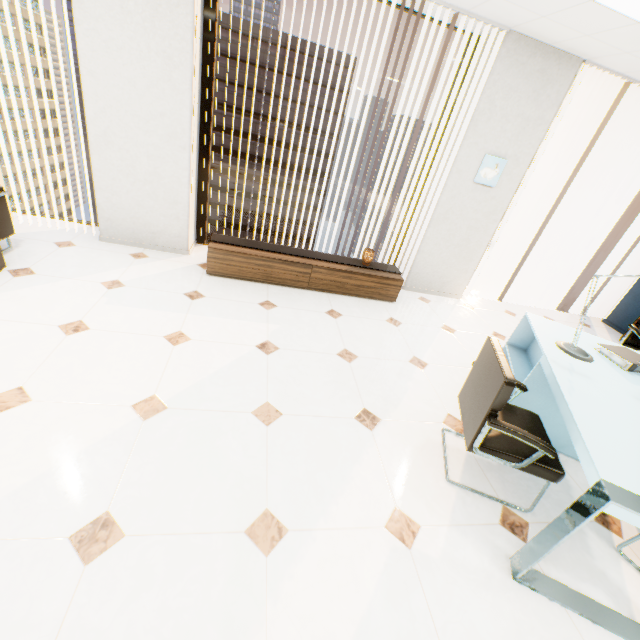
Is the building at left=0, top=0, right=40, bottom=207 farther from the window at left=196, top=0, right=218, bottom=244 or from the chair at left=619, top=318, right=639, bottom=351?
the chair at left=619, top=318, right=639, bottom=351

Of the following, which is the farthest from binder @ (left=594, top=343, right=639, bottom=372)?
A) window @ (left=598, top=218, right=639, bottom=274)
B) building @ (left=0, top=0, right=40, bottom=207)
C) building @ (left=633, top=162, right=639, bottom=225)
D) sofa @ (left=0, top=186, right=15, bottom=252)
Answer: building @ (left=633, top=162, right=639, bottom=225)

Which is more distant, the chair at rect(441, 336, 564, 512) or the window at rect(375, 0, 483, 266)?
the window at rect(375, 0, 483, 266)

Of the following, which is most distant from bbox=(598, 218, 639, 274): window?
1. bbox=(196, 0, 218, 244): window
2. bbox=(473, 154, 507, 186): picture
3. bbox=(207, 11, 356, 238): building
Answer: bbox=(207, 11, 356, 238): building

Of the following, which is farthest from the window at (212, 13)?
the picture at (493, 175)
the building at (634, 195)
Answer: the building at (634, 195)

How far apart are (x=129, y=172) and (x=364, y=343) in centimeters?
314cm

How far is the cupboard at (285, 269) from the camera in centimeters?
367cm

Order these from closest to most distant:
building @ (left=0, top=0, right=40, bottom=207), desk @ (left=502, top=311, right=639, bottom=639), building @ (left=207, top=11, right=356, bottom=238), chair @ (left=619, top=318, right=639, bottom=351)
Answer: desk @ (left=502, top=311, right=639, bottom=639), chair @ (left=619, top=318, right=639, bottom=351), building @ (left=207, top=11, right=356, bottom=238), building @ (left=0, top=0, right=40, bottom=207)
